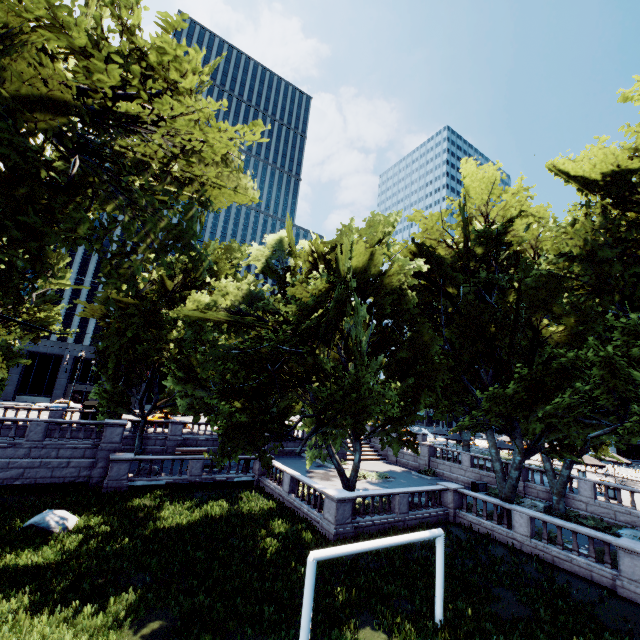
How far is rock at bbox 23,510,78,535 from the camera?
14.7 meters

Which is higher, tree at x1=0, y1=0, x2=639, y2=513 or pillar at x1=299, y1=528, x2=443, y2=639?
tree at x1=0, y1=0, x2=639, y2=513

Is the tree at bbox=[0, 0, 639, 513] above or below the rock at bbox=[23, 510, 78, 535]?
above

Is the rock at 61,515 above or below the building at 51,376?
below

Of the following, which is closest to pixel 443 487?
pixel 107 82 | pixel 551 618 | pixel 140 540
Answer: pixel 551 618

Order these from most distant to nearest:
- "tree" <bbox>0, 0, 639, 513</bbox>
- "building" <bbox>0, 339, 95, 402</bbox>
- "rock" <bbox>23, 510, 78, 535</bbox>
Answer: "building" <bbox>0, 339, 95, 402</bbox>, "rock" <bbox>23, 510, 78, 535</bbox>, "tree" <bbox>0, 0, 639, 513</bbox>

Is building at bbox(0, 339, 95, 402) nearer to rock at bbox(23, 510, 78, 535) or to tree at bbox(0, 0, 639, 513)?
tree at bbox(0, 0, 639, 513)

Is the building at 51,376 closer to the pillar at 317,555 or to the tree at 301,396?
the tree at 301,396
